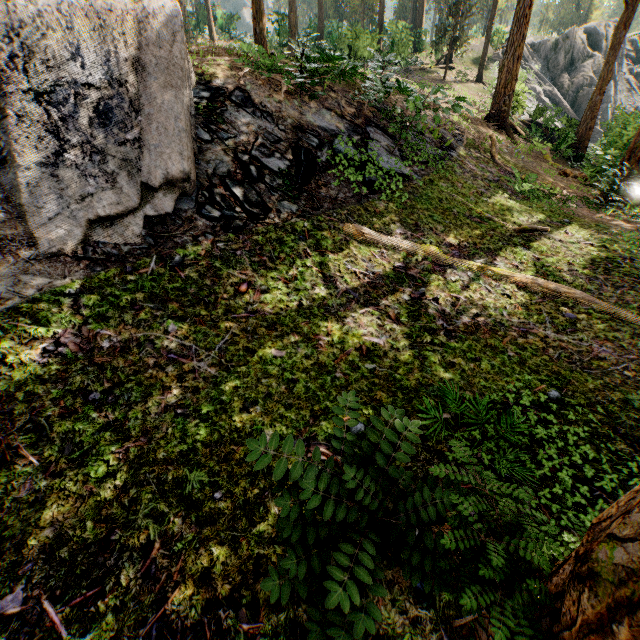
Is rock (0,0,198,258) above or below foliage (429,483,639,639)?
above

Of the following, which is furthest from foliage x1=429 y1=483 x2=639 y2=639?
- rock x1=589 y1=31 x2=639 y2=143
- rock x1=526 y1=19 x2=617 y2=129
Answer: rock x1=589 y1=31 x2=639 y2=143

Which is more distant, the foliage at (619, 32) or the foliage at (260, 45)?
the foliage at (619, 32)

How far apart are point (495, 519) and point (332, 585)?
1.09m

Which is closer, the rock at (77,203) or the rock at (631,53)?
the rock at (77,203)

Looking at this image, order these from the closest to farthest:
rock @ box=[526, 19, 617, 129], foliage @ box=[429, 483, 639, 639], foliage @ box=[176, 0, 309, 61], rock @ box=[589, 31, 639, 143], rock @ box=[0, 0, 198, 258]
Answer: foliage @ box=[429, 483, 639, 639] → rock @ box=[0, 0, 198, 258] → foliage @ box=[176, 0, 309, 61] → rock @ box=[589, 31, 639, 143] → rock @ box=[526, 19, 617, 129]

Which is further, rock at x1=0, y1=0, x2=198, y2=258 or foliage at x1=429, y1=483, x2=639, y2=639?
rock at x1=0, y1=0, x2=198, y2=258

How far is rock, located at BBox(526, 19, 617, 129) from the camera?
32.0 meters
